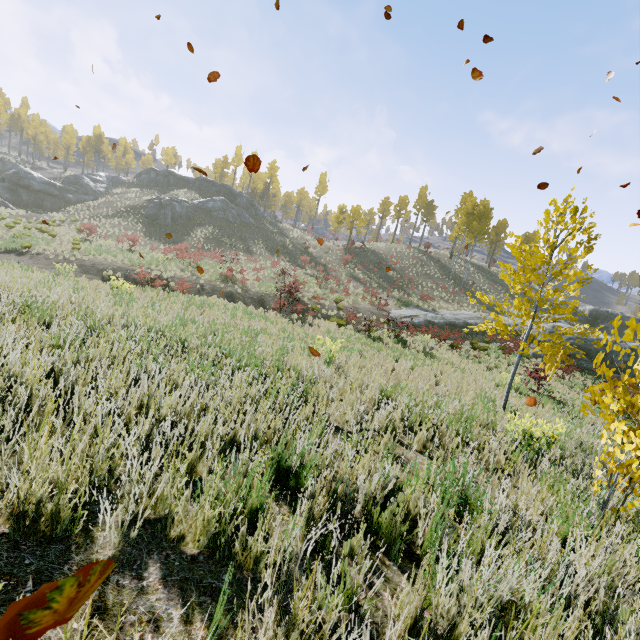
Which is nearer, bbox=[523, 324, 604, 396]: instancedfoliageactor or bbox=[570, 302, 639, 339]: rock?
bbox=[523, 324, 604, 396]: instancedfoliageactor

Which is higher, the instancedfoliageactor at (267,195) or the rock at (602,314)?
the instancedfoliageactor at (267,195)

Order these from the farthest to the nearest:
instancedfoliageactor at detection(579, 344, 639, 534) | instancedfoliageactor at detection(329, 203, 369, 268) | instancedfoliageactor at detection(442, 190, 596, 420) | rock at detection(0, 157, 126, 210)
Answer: instancedfoliageactor at detection(329, 203, 369, 268) → rock at detection(0, 157, 126, 210) → instancedfoliageactor at detection(442, 190, 596, 420) → instancedfoliageactor at detection(579, 344, 639, 534)

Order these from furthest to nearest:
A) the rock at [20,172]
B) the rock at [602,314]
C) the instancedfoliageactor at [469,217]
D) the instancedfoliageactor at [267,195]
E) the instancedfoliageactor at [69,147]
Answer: the instancedfoliageactor at [69,147]
the instancedfoliageactor at [267,195]
the rock at [20,172]
the rock at [602,314]
the instancedfoliageactor at [469,217]

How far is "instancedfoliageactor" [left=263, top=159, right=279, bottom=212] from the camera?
57.6 meters

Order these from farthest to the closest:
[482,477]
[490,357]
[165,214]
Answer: [165,214], [490,357], [482,477]

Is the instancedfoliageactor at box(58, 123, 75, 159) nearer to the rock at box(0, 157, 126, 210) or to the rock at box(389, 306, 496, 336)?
the rock at box(0, 157, 126, 210)

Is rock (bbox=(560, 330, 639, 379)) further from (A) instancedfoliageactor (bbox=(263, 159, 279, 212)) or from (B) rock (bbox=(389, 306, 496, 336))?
(A) instancedfoliageactor (bbox=(263, 159, 279, 212))
